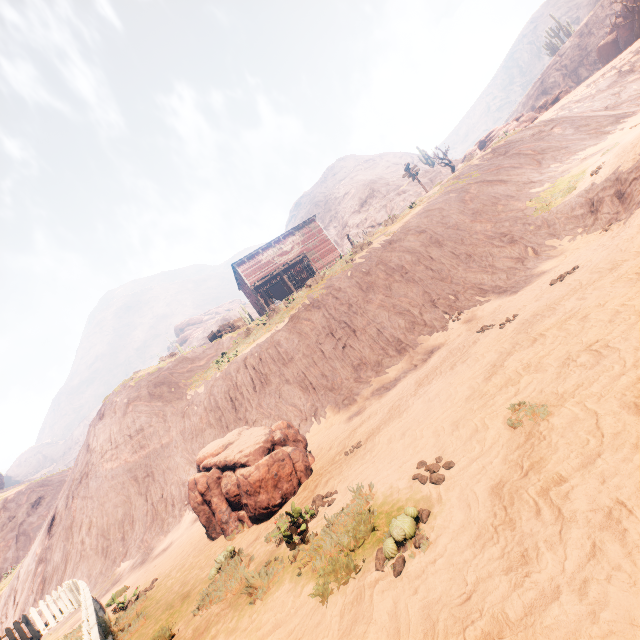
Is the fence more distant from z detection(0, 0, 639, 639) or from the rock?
the rock

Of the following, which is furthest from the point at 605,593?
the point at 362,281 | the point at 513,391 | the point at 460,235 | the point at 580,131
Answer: the point at 580,131

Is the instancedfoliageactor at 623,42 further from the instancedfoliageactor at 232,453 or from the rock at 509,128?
the instancedfoliageactor at 232,453

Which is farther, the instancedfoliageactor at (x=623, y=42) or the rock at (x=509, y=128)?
the instancedfoliageactor at (x=623, y=42)

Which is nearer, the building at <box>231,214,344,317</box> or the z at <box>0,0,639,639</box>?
the z at <box>0,0,639,639</box>

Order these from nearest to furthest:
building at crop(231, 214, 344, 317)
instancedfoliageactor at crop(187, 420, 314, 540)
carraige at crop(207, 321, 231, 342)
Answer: instancedfoliageactor at crop(187, 420, 314, 540)
carraige at crop(207, 321, 231, 342)
building at crop(231, 214, 344, 317)

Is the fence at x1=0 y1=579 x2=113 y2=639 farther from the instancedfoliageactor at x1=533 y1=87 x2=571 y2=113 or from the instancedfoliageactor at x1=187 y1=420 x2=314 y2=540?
the instancedfoliageactor at x1=533 y1=87 x2=571 y2=113

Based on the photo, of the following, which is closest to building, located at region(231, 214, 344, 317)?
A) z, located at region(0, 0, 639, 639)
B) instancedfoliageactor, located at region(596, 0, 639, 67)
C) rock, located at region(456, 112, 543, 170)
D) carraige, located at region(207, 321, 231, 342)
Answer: z, located at region(0, 0, 639, 639)
